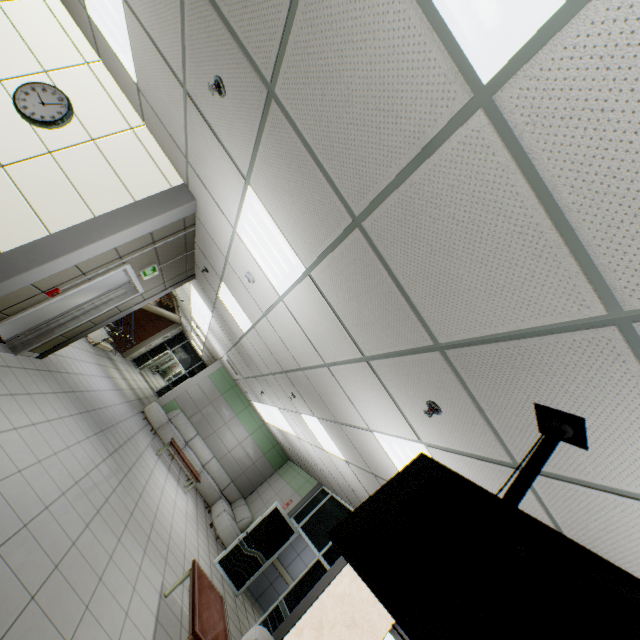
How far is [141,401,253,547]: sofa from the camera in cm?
984

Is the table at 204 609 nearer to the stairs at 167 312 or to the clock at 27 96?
the clock at 27 96

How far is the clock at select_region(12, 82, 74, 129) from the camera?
3.8 meters

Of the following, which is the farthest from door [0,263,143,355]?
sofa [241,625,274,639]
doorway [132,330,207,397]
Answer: doorway [132,330,207,397]

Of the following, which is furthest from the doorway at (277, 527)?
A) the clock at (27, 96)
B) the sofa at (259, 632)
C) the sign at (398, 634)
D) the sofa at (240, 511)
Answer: the clock at (27, 96)

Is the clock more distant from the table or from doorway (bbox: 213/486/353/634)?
doorway (bbox: 213/486/353/634)

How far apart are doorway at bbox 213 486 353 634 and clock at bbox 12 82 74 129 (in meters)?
8.76

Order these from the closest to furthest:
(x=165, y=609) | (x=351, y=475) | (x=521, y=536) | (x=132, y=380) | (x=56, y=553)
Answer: (x=521, y=536), (x=56, y=553), (x=165, y=609), (x=351, y=475), (x=132, y=380)
